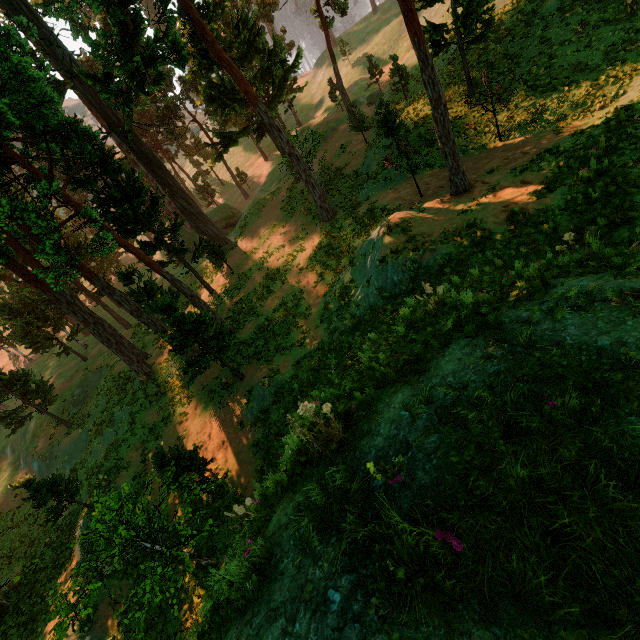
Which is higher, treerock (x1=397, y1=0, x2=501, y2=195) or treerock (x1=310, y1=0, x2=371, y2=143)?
treerock (x1=310, y1=0, x2=371, y2=143)

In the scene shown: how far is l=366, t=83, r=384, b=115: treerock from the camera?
19.5 meters

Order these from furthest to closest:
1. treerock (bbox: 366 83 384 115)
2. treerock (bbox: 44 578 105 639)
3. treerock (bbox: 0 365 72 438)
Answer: treerock (bbox: 0 365 72 438)
treerock (bbox: 366 83 384 115)
treerock (bbox: 44 578 105 639)

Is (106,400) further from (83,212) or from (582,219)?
(582,219)

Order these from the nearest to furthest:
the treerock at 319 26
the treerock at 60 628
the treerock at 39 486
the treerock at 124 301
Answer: the treerock at 60 628, the treerock at 39 486, the treerock at 124 301, the treerock at 319 26

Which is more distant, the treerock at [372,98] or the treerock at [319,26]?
the treerock at [319,26]

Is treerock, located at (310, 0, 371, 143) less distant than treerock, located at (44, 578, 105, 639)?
No
